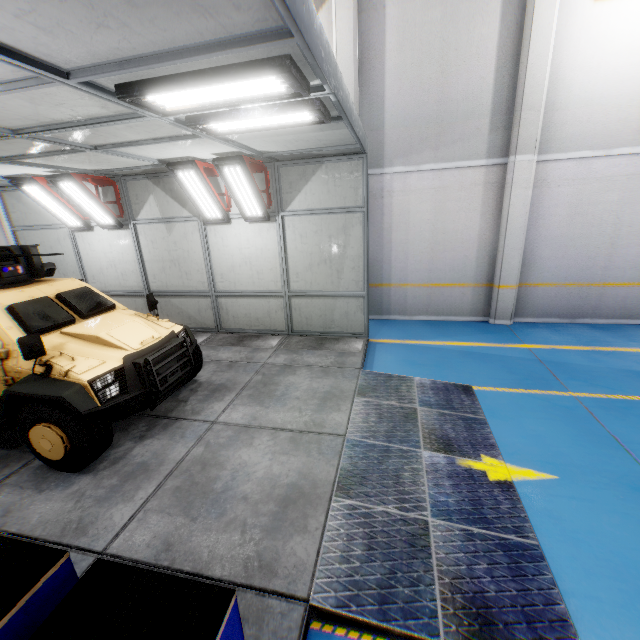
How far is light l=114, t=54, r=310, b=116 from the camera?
2.5 meters

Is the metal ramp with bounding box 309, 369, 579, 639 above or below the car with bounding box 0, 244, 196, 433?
below

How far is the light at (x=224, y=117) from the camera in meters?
3.4 m

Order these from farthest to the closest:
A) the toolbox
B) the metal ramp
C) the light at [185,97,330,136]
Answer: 1. the light at [185,97,330,136]
2. the metal ramp
3. the toolbox

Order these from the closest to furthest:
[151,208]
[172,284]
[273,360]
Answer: [273,360], [151,208], [172,284]

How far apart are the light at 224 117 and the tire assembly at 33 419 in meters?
3.5 m

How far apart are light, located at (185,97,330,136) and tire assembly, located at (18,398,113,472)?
3.53m

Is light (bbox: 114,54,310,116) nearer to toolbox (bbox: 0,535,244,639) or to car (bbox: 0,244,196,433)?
car (bbox: 0,244,196,433)
